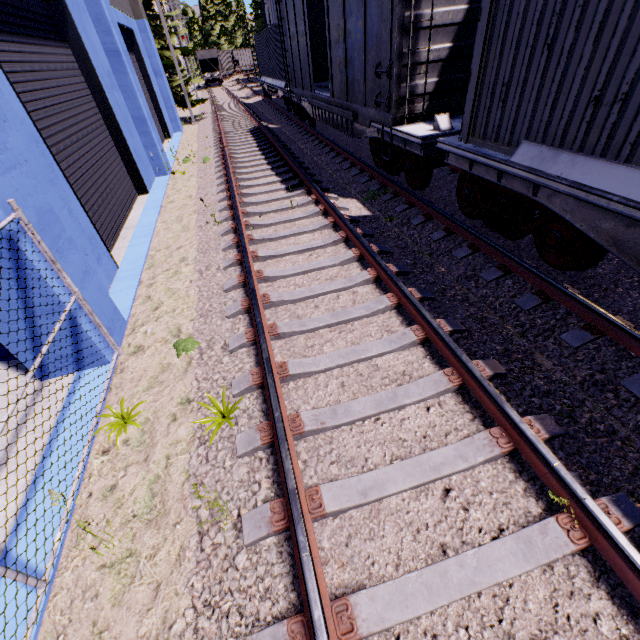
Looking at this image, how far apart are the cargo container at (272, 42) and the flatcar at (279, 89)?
0.01m

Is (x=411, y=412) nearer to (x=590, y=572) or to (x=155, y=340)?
(x=590, y=572)

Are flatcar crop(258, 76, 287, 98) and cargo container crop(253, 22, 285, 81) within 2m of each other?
yes

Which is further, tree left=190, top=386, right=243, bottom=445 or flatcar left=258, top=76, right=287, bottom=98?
flatcar left=258, top=76, right=287, bottom=98

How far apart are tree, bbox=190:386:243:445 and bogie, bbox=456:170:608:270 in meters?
4.5 m

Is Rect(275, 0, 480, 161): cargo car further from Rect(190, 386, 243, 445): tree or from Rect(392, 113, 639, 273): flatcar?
Rect(190, 386, 243, 445): tree

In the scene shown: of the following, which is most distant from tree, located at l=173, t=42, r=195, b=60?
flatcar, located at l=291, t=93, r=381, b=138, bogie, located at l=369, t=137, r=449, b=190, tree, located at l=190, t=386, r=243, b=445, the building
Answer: tree, located at l=190, t=386, r=243, b=445

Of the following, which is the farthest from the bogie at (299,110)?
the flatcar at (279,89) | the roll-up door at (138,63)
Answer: the roll-up door at (138,63)
